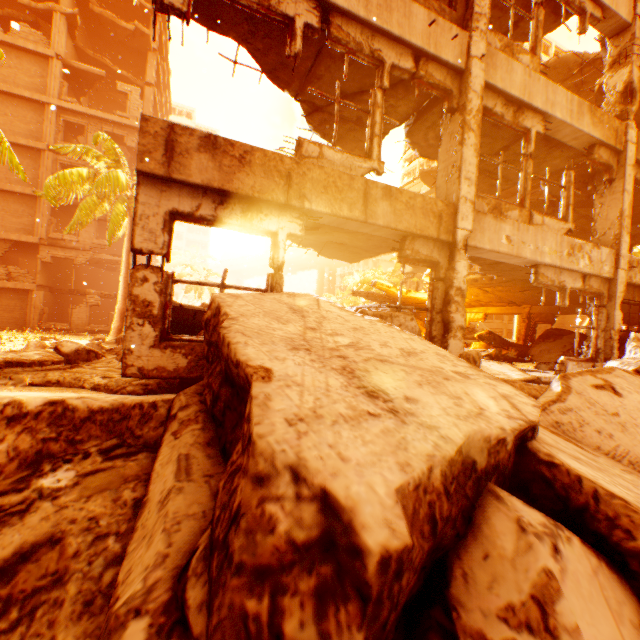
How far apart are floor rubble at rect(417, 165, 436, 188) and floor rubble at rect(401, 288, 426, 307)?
8.7 meters

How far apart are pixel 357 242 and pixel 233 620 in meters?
6.8

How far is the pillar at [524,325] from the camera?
14.2m

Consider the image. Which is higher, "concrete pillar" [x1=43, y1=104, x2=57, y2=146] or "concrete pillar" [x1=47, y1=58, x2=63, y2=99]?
"concrete pillar" [x1=47, y1=58, x2=63, y2=99]

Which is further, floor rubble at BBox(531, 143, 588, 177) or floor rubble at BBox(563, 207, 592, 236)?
floor rubble at BBox(563, 207, 592, 236)

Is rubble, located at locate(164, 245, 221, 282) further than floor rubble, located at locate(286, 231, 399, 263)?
Yes

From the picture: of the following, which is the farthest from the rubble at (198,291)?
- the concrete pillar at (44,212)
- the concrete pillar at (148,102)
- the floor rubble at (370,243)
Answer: the concrete pillar at (148,102)

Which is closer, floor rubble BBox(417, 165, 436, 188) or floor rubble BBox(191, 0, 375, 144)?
floor rubble BBox(191, 0, 375, 144)
